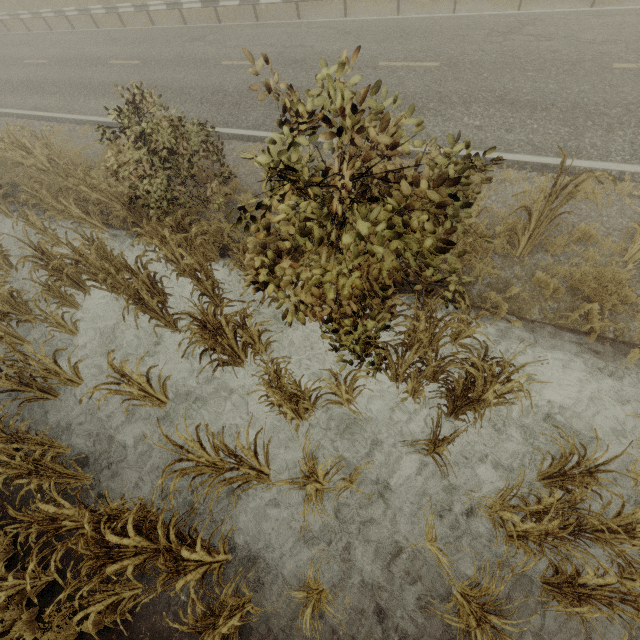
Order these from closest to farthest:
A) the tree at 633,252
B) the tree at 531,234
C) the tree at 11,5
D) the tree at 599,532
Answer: the tree at 599,532 → the tree at 531,234 → the tree at 633,252 → the tree at 11,5

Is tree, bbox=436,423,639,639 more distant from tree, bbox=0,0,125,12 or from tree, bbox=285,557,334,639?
tree, bbox=0,0,125,12

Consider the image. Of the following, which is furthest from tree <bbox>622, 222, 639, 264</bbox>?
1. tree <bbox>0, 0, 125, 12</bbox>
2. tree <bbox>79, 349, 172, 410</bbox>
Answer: tree <bbox>0, 0, 125, 12</bbox>

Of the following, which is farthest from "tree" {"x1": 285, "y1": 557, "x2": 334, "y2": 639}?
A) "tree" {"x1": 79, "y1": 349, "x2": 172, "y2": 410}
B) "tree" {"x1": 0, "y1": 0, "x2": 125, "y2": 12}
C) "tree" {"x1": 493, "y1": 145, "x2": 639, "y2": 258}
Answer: "tree" {"x1": 0, "y1": 0, "x2": 125, "y2": 12}

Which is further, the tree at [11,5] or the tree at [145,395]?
the tree at [11,5]

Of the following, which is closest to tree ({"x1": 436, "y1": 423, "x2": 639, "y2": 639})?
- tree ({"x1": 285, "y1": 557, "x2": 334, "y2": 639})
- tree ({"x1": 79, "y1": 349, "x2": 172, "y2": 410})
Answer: tree ({"x1": 285, "y1": 557, "x2": 334, "y2": 639})

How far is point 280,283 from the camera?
3.9 meters
